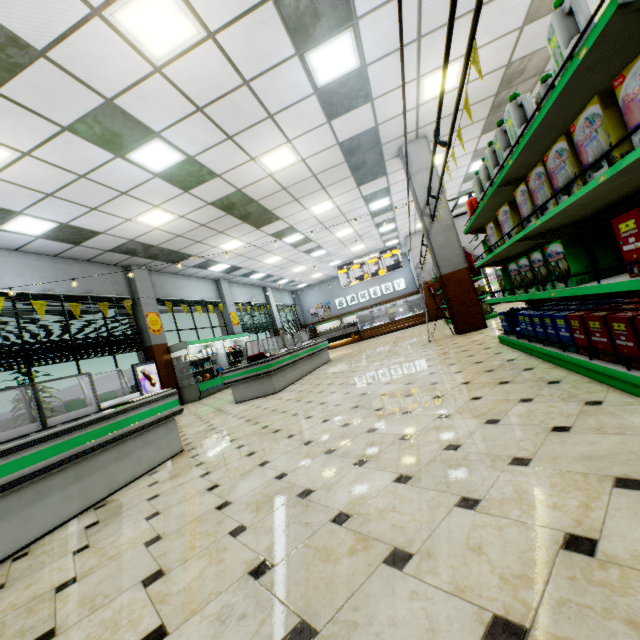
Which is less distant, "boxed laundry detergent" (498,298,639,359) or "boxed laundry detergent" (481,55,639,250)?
"boxed laundry detergent" (481,55,639,250)

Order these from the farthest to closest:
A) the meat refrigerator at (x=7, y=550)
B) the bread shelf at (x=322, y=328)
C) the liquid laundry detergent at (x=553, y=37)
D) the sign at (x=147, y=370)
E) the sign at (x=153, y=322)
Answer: the bread shelf at (x=322, y=328)
the sign at (x=153, y=322)
the sign at (x=147, y=370)
the meat refrigerator at (x=7, y=550)
the liquid laundry detergent at (x=553, y=37)

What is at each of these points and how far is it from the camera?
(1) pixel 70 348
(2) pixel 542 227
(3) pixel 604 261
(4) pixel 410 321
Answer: (1) curtain, 8.2m
(2) shelf, 2.8m
(3) boxed laundry detergent, 2.4m
(4) bakery counter, 18.1m

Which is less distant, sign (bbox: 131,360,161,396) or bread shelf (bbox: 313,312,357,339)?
sign (bbox: 131,360,161,396)

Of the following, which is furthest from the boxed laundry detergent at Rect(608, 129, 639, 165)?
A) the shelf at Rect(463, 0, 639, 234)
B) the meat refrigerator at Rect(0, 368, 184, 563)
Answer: the meat refrigerator at Rect(0, 368, 184, 563)

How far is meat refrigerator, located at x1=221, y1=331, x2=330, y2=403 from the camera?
7.1 meters

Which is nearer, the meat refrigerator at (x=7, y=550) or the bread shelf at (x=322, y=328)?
the meat refrigerator at (x=7, y=550)

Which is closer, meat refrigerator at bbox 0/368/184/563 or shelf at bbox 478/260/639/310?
shelf at bbox 478/260/639/310
